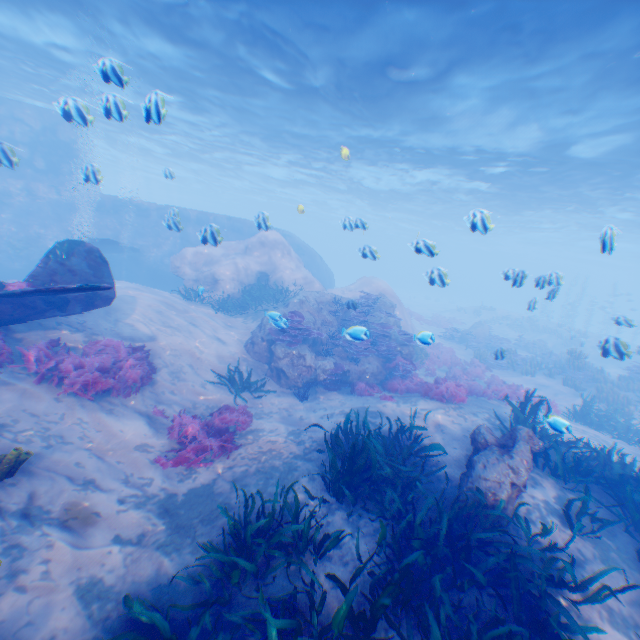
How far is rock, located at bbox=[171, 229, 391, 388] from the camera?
12.3m

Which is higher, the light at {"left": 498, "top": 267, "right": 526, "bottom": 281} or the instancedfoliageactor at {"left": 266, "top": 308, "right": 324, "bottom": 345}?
the light at {"left": 498, "top": 267, "right": 526, "bottom": 281}

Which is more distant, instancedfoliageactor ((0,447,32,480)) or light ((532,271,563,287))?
light ((532,271,563,287))

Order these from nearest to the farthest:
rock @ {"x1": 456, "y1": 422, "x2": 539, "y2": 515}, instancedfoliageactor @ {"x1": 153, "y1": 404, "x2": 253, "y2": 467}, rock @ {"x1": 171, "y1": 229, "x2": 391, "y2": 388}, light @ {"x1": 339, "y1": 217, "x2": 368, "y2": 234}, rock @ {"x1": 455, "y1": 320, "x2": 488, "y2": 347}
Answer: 1. rock @ {"x1": 456, "y1": 422, "x2": 539, "y2": 515}
2. instancedfoliageactor @ {"x1": 153, "y1": 404, "x2": 253, "y2": 467}
3. light @ {"x1": 339, "y1": 217, "x2": 368, "y2": 234}
4. rock @ {"x1": 171, "y1": 229, "x2": 391, "y2": 388}
5. rock @ {"x1": 455, "y1": 320, "x2": 488, "y2": 347}

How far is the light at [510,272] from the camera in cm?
759

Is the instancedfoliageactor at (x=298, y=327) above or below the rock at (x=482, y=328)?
above

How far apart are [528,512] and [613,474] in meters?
2.9 m

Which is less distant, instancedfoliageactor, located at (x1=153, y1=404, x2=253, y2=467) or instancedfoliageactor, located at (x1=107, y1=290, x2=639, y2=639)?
instancedfoliageactor, located at (x1=107, y1=290, x2=639, y2=639)
